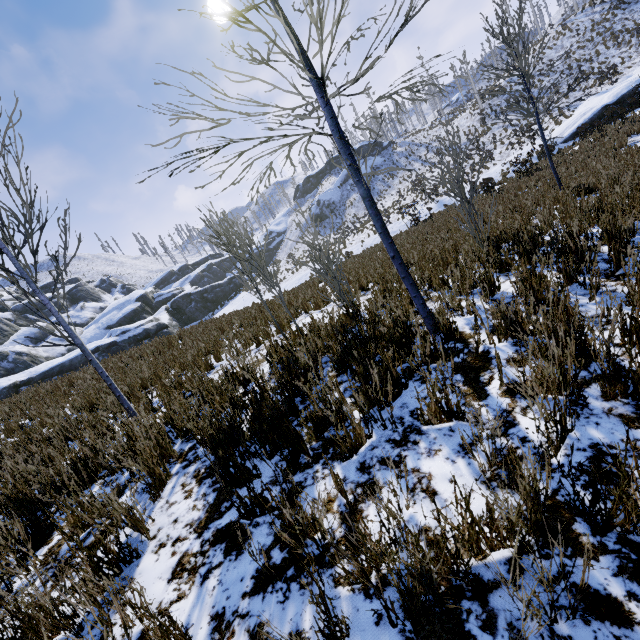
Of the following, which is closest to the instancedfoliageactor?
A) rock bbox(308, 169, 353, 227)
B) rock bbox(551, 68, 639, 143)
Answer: rock bbox(308, 169, 353, 227)

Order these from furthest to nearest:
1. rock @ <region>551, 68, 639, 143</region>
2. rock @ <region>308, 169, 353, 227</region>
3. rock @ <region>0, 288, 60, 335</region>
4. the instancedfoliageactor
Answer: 1. rock @ <region>308, 169, 353, 227</region>
2. rock @ <region>0, 288, 60, 335</region>
3. rock @ <region>551, 68, 639, 143</region>
4. the instancedfoliageactor

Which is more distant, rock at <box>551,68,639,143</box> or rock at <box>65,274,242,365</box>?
rock at <box>65,274,242,365</box>

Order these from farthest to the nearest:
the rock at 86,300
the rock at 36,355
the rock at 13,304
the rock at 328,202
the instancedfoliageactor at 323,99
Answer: the rock at 328,202
the rock at 13,304
the rock at 86,300
the rock at 36,355
the instancedfoliageactor at 323,99

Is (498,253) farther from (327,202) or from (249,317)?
(327,202)

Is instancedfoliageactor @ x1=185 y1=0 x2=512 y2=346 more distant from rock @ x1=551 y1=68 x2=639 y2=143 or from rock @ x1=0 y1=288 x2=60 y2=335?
rock @ x1=551 y1=68 x2=639 y2=143

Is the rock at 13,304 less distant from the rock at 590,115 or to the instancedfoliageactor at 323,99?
the instancedfoliageactor at 323,99
